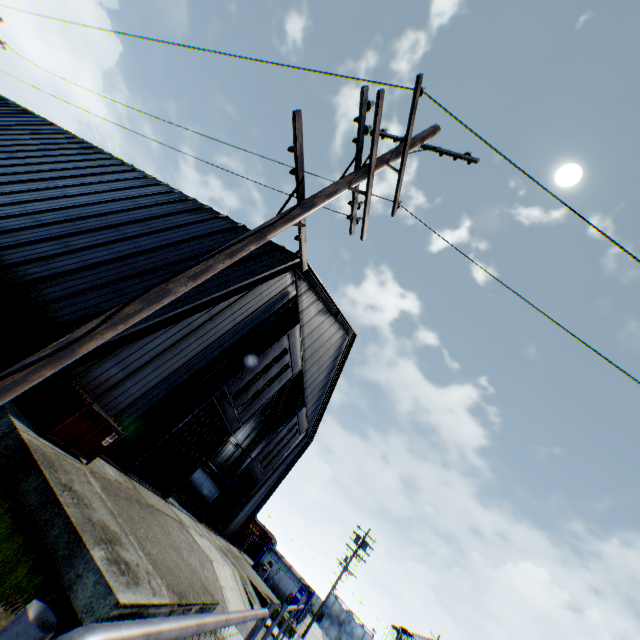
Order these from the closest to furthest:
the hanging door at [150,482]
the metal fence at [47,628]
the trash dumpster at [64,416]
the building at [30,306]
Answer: the metal fence at [47,628] < the trash dumpster at [64,416] < the building at [30,306] < the hanging door at [150,482]

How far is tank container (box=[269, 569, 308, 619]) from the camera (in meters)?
33.72

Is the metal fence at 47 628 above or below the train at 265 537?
below

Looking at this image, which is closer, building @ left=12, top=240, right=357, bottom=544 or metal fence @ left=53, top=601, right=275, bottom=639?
metal fence @ left=53, top=601, right=275, bottom=639

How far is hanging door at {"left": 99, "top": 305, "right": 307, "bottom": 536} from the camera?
13.87m

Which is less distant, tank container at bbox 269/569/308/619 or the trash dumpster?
the trash dumpster

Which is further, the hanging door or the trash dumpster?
the hanging door

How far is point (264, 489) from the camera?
29.06m
